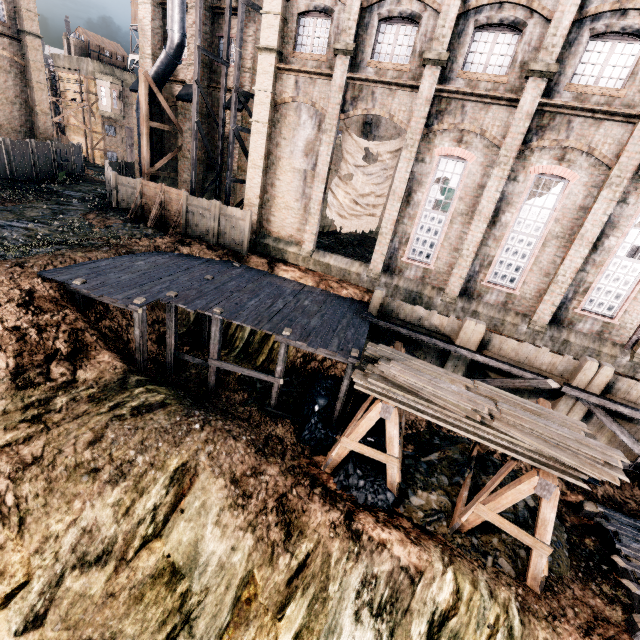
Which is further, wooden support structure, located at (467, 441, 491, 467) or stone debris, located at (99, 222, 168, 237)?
stone debris, located at (99, 222, 168, 237)

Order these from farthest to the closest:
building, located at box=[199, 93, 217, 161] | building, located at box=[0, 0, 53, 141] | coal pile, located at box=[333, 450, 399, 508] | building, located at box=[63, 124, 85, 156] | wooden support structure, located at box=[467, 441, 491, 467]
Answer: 1. building, located at box=[63, 124, 85, 156]
2. building, located at box=[0, 0, 53, 141]
3. building, located at box=[199, 93, 217, 161]
4. wooden support structure, located at box=[467, 441, 491, 467]
5. coal pile, located at box=[333, 450, 399, 508]

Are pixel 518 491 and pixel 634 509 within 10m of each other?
yes

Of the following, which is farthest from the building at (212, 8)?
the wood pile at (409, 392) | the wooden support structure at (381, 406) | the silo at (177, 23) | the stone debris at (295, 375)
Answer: the wood pile at (409, 392)

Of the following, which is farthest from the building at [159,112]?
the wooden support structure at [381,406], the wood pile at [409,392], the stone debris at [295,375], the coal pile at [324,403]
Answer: the wood pile at [409,392]

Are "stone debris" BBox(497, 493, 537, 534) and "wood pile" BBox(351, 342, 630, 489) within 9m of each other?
yes

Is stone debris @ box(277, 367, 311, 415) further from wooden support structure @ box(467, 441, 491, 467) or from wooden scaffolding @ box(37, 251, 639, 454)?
wooden support structure @ box(467, 441, 491, 467)

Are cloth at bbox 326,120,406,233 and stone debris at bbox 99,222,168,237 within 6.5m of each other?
no
